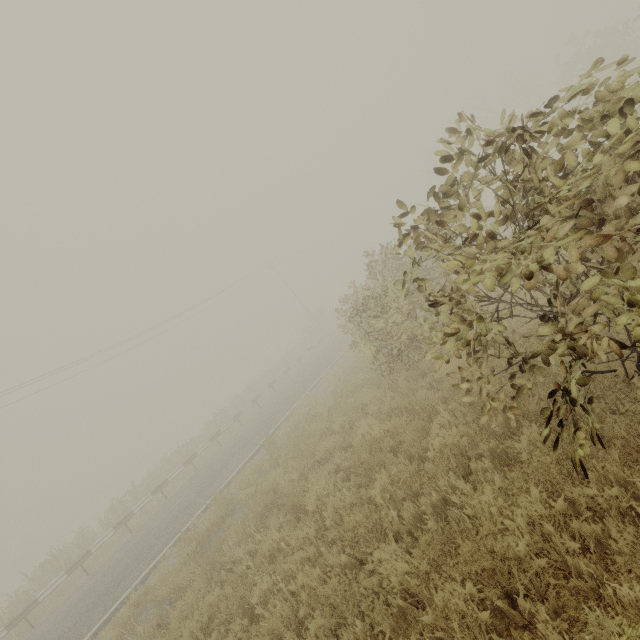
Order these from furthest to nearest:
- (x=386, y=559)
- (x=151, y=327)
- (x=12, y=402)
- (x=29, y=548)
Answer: (x=29, y=548)
(x=151, y=327)
(x=12, y=402)
(x=386, y=559)
